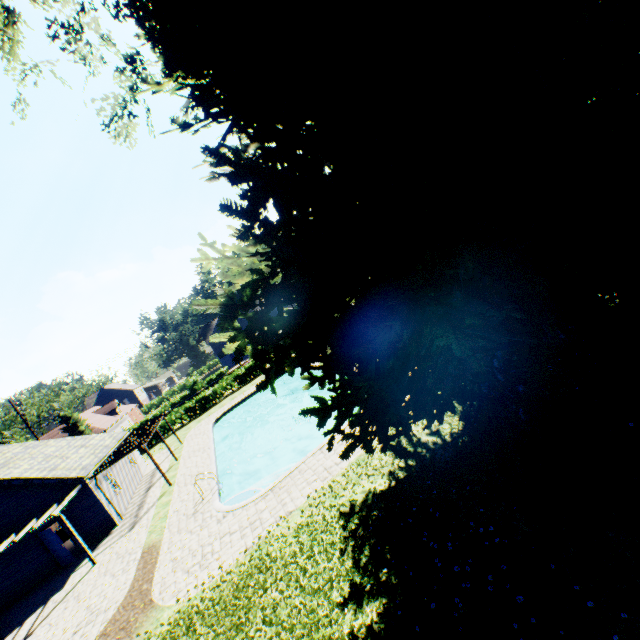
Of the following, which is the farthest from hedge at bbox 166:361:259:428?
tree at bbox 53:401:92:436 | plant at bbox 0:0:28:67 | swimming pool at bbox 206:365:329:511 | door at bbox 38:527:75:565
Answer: door at bbox 38:527:75:565

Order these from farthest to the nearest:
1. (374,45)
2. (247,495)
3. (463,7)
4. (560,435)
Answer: (247,495) < (560,435) < (374,45) < (463,7)

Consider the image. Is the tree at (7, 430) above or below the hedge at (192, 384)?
above

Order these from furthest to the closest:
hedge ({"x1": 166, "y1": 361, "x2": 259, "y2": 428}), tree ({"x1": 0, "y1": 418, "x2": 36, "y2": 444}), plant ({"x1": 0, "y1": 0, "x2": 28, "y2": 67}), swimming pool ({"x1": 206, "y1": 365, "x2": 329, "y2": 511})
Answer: tree ({"x1": 0, "y1": 418, "x2": 36, "y2": 444})
hedge ({"x1": 166, "y1": 361, "x2": 259, "y2": 428})
swimming pool ({"x1": 206, "y1": 365, "x2": 329, "y2": 511})
plant ({"x1": 0, "y1": 0, "x2": 28, "y2": 67})

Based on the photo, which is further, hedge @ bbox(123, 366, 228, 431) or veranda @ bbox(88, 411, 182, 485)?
hedge @ bbox(123, 366, 228, 431)

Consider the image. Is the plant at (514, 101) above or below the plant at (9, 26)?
below

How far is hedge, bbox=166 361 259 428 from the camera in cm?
3659

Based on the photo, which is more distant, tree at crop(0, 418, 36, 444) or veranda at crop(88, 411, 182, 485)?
tree at crop(0, 418, 36, 444)
